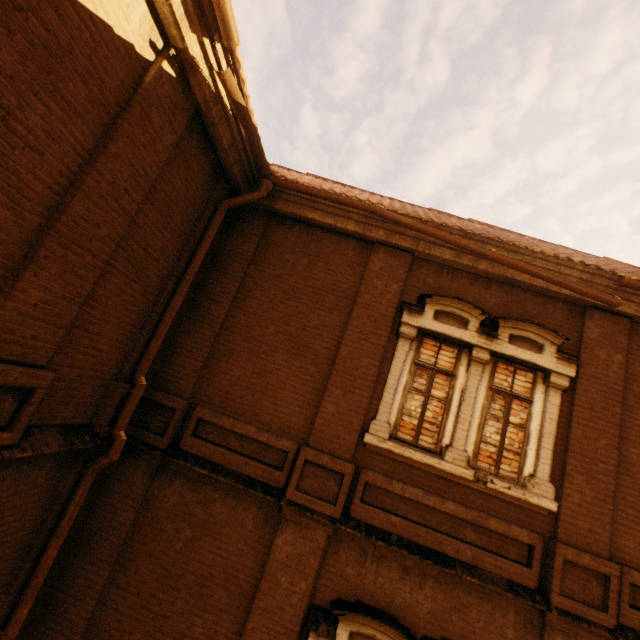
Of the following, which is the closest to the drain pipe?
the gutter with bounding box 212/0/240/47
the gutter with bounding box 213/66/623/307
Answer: the gutter with bounding box 213/66/623/307

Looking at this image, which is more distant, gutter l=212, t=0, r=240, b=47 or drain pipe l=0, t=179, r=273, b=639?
drain pipe l=0, t=179, r=273, b=639

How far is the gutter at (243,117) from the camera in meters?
4.2 m

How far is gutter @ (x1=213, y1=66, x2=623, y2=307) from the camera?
4.21m

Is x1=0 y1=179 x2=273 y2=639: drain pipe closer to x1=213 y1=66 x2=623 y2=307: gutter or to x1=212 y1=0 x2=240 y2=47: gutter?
x1=213 y1=66 x2=623 y2=307: gutter

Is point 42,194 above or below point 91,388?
above

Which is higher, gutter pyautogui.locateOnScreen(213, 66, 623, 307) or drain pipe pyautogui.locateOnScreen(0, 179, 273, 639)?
gutter pyautogui.locateOnScreen(213, 66, 623, 307)

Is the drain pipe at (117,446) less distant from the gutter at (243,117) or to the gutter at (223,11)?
the gutter at (243,117)
